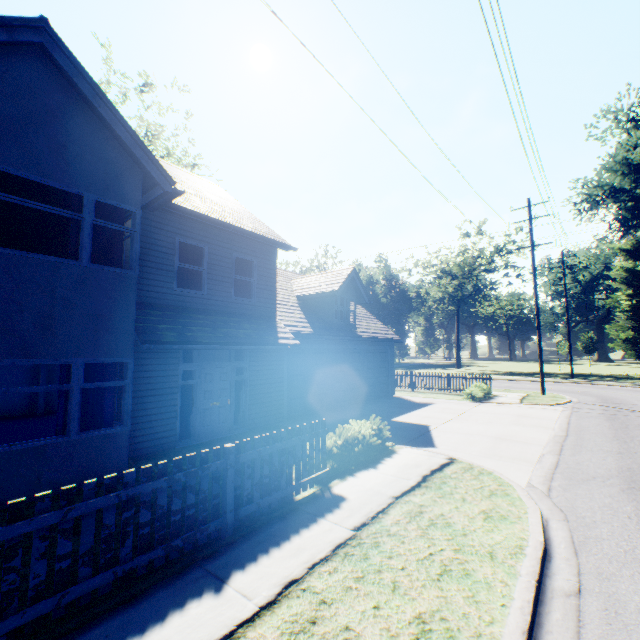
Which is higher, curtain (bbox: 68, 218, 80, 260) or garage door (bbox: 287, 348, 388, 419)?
curtain (bbox: 68, 218, 80, 260)

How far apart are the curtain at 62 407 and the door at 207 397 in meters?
2.6

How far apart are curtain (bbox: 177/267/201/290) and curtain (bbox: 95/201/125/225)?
1.65m

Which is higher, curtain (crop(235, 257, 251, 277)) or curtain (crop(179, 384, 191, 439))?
curtain (crop(235, 257, 251, 277))

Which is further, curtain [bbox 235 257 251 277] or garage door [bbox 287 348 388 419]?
garage door [bbox 287 348 388 419]

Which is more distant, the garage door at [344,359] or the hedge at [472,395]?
the hedge at [472,395]

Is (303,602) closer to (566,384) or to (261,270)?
(261,270)

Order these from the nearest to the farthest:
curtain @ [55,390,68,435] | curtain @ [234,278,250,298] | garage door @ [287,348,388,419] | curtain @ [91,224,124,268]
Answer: curtain @ [55,390,68,435], curtain @ [91,224,124,268], curtain @ [234,278,250,298], garage door @ [287,348,388,419]
